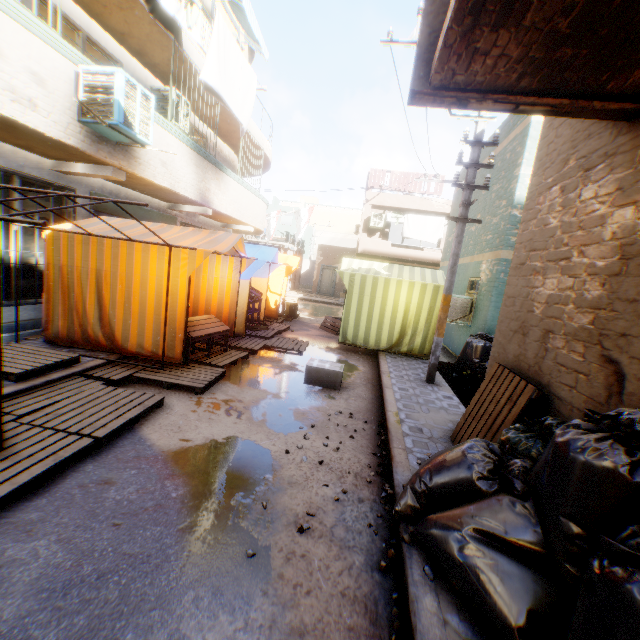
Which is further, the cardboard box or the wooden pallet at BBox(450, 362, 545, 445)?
the cardboard box

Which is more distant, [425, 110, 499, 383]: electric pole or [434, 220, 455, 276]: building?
[434, 220, 455, 276]: building

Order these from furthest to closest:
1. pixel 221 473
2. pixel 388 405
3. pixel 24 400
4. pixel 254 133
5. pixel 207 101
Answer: pixel 254 133 → pixel 207 101 → pixel 388 405 → pixel 24 400 → pixel 221 473

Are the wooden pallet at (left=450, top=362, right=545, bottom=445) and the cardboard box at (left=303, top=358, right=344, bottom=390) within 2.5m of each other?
yes

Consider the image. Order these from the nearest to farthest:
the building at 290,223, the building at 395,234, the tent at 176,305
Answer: the tent at 176,305
the building at 290,223
the building at 395,234

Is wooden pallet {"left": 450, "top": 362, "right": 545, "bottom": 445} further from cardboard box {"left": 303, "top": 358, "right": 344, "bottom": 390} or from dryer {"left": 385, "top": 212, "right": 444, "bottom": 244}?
cardboard box {"left": 303, "top": 358, "right": 344, "bottom": 390}

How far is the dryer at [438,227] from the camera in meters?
18.8

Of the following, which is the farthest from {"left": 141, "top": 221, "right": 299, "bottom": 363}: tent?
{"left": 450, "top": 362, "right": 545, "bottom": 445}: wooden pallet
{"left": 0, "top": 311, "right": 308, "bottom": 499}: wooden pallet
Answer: {"left": 450, "top": 362, "right": 545, "bottom": 445}: wooden pallet
